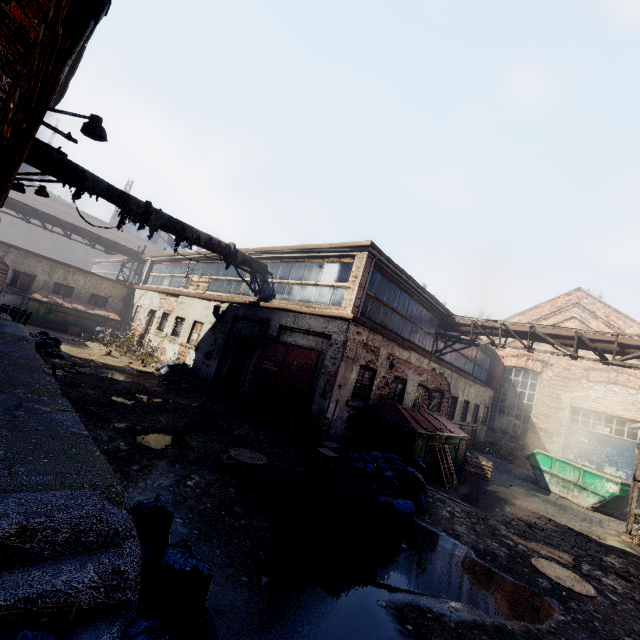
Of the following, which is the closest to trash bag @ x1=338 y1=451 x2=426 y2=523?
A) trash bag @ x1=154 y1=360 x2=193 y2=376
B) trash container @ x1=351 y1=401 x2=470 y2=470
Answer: trash container @ x1=351 y1=401 x2=470 y2=470

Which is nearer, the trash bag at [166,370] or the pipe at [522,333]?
the pipe at [522,333]

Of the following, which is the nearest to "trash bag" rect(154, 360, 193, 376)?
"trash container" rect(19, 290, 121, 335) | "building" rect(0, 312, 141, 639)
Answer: "building" rect(0, 312, 141, 639)

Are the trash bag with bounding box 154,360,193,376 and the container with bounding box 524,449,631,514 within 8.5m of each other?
no

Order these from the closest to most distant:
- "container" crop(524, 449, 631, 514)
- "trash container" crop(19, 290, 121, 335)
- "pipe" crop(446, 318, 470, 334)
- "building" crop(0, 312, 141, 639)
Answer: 1. "building" crop(0, 312, 141, 639)
2. "container" crop(524, 449, 631, 514)
3. "pipe" crop(446, 318, 470, 334)
4. "trash container" crop(19, 290, 121, 335)

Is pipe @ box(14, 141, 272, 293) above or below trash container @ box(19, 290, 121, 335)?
above

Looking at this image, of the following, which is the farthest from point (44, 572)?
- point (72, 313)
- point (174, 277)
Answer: point (72, 313)

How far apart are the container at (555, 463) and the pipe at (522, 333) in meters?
4.5 m
